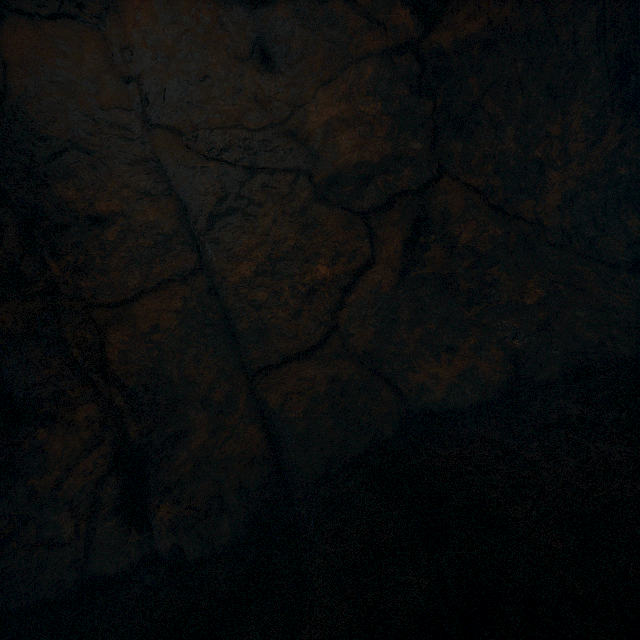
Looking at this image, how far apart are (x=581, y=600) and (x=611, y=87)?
5.84m
